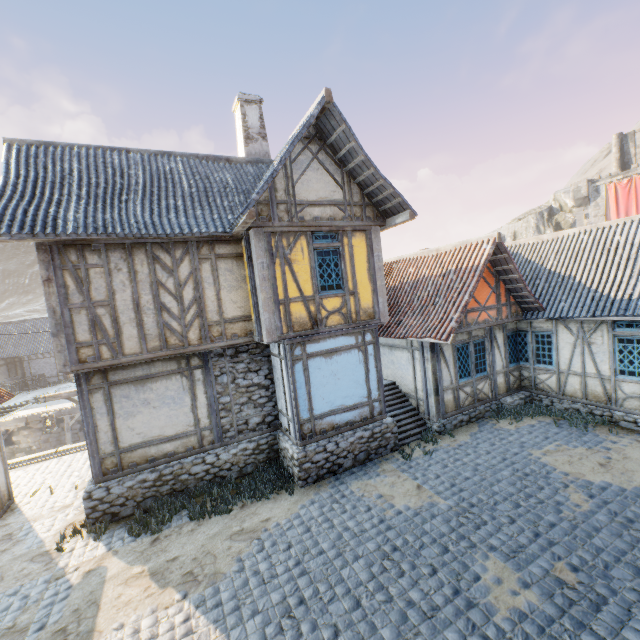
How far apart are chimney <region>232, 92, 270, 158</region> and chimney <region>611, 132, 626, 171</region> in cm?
4655

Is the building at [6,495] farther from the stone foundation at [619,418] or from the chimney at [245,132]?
the stone foundation at [619,418]

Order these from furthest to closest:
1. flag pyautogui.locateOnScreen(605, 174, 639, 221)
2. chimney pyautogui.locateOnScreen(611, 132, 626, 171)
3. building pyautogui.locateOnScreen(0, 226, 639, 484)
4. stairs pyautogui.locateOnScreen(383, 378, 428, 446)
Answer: chimney pyautogui.locateOnScreen(611, 132, 626, 171), flag pyautogui.locateOnScreen(605, 174, 639, 221), stairs pyautogui.locateOnScreen(383, 378, 428, 446), building pyautogui.locateOnScreen(0, 226, 639, 484)

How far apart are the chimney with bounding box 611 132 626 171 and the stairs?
45.3 meters

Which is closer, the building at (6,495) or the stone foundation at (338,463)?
the stone foundation at (338,463)

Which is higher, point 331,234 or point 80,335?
point 331,234

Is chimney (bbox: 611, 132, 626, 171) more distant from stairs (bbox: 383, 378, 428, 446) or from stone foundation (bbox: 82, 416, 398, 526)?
stone foundation (bbox: 82, 416, 398, 526)

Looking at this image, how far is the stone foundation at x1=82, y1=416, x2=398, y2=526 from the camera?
8.1m
